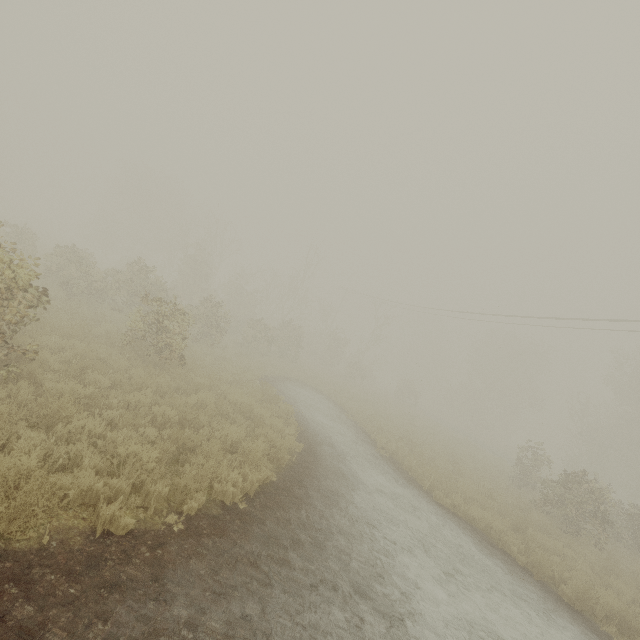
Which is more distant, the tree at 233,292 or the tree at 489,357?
the tree at 489,357

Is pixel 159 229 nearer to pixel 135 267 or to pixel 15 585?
pixel 135 267

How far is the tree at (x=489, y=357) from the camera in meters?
45.0

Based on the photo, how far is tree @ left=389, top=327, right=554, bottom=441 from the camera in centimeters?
4500cm

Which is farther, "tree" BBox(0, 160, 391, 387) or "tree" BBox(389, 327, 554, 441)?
"tree" BBox(389, 327, 554, 441)
